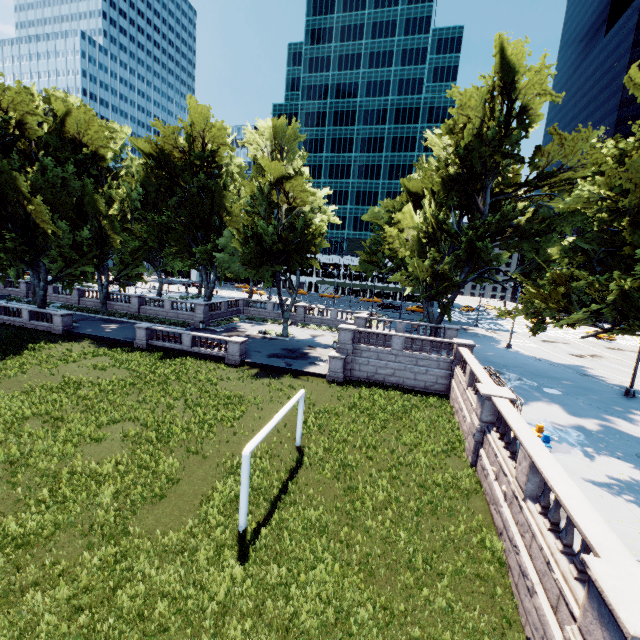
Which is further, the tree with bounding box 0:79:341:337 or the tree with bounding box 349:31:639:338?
the tree with bounding box 0:79:341:337

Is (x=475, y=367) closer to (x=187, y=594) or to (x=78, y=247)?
(x=187, y=594)

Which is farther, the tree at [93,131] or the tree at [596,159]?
the tree at [93,131]
